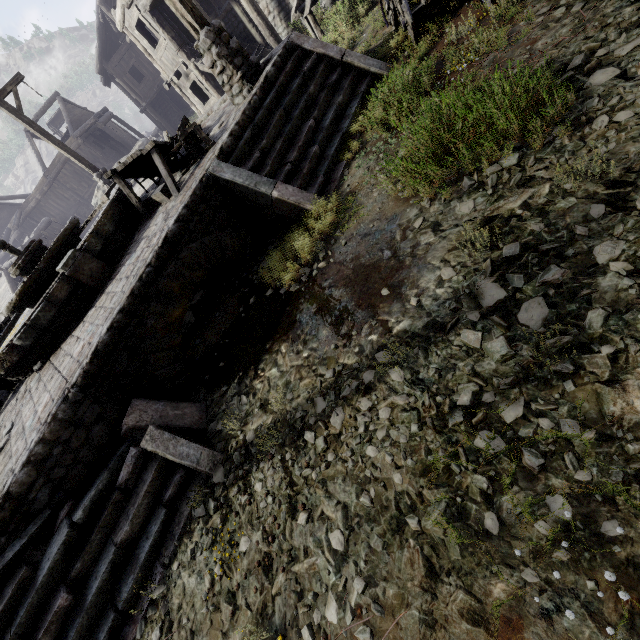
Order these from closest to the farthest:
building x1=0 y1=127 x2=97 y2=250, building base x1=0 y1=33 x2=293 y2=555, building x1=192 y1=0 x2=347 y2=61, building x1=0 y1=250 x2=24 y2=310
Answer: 1. building base x1=0 y1=33 x2=293 y2=555
2. building x1=192 y1=0 x2=347 y2=61
3. building x1=0 y1=250 x2=24 y2=310
4. building x1=0 y1=127 x2=97 y2=250

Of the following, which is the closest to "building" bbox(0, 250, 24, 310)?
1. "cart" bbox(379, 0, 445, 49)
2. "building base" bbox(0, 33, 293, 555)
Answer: "cart" bbox(379, 0, 445, 49)

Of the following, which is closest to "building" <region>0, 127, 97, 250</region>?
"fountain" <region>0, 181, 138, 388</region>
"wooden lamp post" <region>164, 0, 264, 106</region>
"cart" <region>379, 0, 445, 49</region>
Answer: "cart" <region>379, 0, 445, 49</region>

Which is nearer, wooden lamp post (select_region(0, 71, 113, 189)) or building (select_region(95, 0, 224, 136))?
wooden lamp post (select_region(0, 71, 113, 189))

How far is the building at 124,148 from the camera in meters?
27.1 m

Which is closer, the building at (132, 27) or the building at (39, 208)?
the building at (132, 27)

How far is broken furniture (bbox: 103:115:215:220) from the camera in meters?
6.7

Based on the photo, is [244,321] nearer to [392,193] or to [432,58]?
[392,193]
